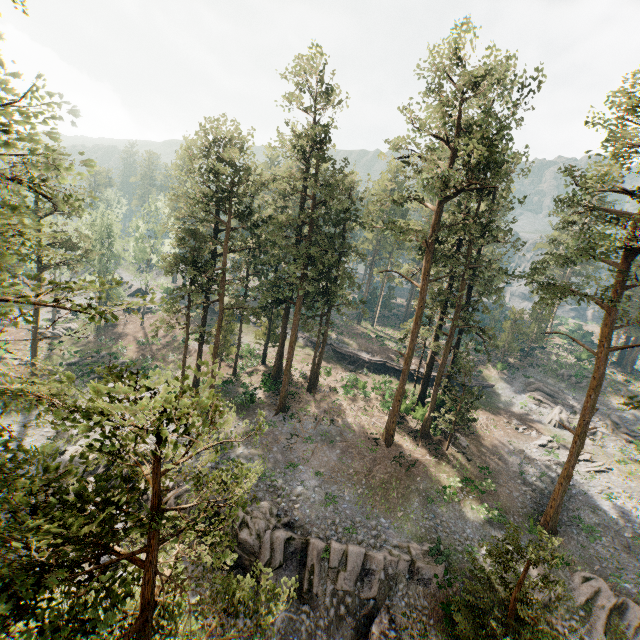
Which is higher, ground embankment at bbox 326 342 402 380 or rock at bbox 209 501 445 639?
ground embankment at bbox 326 342 402 380

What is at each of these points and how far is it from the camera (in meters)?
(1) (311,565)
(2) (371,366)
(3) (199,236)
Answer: (1) rock, 20.34
(2) ground embankment, 45.78
(3) foliage, 30.58

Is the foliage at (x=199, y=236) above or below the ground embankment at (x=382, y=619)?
above

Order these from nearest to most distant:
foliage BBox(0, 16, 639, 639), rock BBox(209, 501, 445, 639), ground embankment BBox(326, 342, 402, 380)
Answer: foliage BBox(0, 16, 639, 639) → rock BBox(209, 501, 445, 639) → ground embankment BBox(326, 342, 402, 380)

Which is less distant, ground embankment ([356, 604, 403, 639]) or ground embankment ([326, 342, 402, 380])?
ground embankment ([356, 604, 403, 639])

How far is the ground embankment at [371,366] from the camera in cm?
4531

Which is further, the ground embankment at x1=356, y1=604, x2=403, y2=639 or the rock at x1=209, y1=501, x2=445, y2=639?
the rock at x1=209, y1=501, x2=445, y2=639

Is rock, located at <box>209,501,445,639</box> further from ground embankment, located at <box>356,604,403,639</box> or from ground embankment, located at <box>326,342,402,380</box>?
ground embankment, located at <box>326,342,402,380</box>
